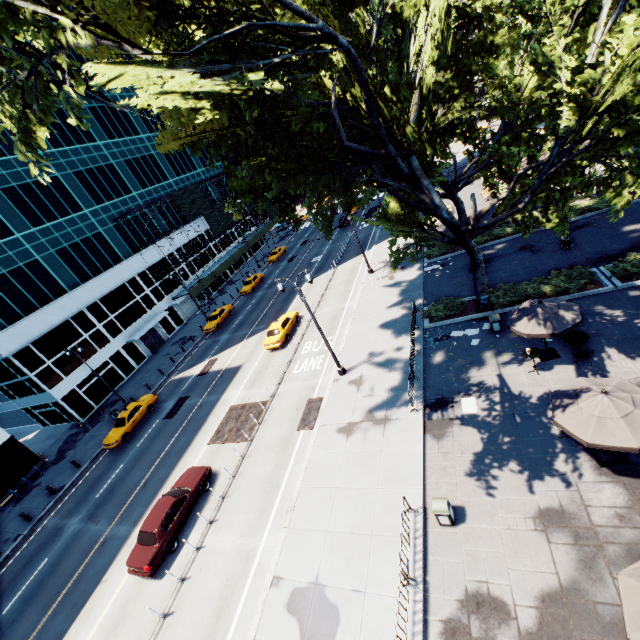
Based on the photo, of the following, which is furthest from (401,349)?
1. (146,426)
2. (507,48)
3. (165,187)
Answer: (165,187)

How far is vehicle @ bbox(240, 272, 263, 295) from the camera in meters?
44.3 m

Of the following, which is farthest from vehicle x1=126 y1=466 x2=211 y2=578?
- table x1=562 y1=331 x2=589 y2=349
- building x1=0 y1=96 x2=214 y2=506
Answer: building x1=0 y1=96 x2=214 y2=506

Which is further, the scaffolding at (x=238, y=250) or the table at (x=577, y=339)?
the scaffolding at (x=238, y=250)

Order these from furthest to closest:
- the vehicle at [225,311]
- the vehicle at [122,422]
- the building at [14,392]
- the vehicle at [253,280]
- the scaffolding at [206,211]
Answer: the vehicle at [253,280] < the scaffolding at [206,211] < the vehicle at [225,311] < the building at [14,392] < the vehicle at [122,422]

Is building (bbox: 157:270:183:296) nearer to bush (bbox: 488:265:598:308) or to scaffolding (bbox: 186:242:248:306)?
scaffolding (bbox: 186:242:248:306)

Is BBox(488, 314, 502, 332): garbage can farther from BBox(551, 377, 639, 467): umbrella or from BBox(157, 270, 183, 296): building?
BBox(157, 270, 183, 296): building

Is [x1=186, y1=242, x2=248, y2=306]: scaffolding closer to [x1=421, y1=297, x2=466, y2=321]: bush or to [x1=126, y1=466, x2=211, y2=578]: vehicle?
[x1=126, y1=466, x2=211, y2=578]: vehicle
